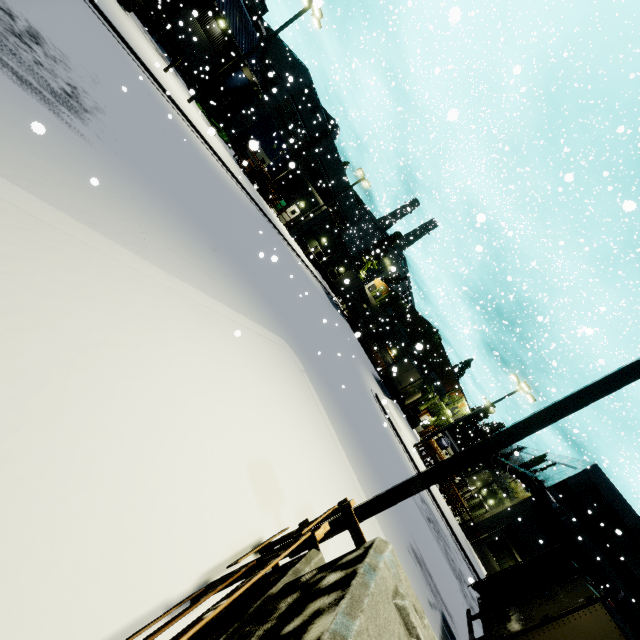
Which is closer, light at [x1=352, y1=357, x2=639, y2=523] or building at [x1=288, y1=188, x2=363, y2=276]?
light at [x1=352, y1=357, x2=639, y2=523]

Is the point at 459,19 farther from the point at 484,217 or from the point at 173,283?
the point at 173,283

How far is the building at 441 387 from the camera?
44.48m

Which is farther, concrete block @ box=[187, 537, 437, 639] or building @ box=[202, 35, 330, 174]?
building @ box=[202, 35, 330, 174]

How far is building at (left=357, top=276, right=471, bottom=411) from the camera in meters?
44.5

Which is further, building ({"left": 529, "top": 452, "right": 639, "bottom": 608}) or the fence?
building ({"left": 529, "top": 452, "right": 639, "bottom": 608})

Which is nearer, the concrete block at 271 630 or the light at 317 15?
the concrete block at 271 630

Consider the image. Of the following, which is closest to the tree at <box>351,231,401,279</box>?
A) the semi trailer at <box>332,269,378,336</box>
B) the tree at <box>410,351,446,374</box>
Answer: the semi trailer at <box>332,269,378,336</box>
